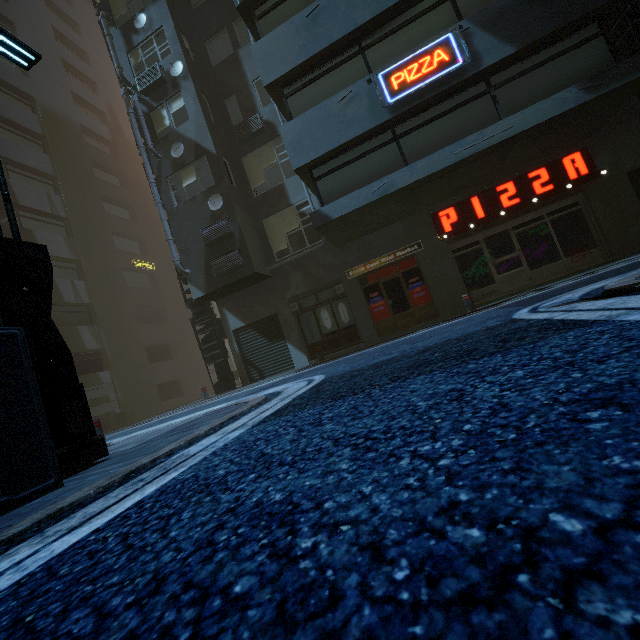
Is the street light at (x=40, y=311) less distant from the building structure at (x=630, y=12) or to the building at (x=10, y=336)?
the building at (x=10, y=336)

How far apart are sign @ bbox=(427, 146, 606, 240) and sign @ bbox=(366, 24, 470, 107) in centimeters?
366cm

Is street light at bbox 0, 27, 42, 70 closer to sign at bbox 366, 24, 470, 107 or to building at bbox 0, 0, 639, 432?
building at bbox 0, 0, 639, 432

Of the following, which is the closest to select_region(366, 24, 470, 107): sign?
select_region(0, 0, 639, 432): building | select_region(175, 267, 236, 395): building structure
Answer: select_region(0, 0, 639, 432): building

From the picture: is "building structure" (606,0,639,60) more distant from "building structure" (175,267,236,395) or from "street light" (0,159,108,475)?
"building structure" (175,267,236,395)

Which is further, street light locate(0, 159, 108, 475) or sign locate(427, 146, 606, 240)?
sign locate(427, 146, 606, 240)

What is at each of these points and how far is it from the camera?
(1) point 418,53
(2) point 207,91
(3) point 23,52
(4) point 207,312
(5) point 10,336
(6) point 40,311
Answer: (1) sign, 8.9m
(2) building, 14.1m
(3) street light, 5.4m
(4) building structure, 14.6m
(5) building, 3.1m
(6) street light, 4.0m

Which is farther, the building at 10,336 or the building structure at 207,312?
the building structure at 207,312
